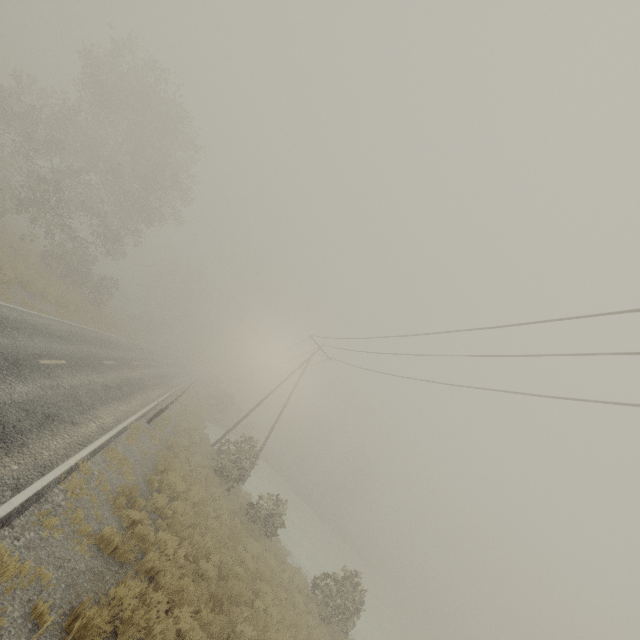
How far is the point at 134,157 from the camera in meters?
28.4 m
